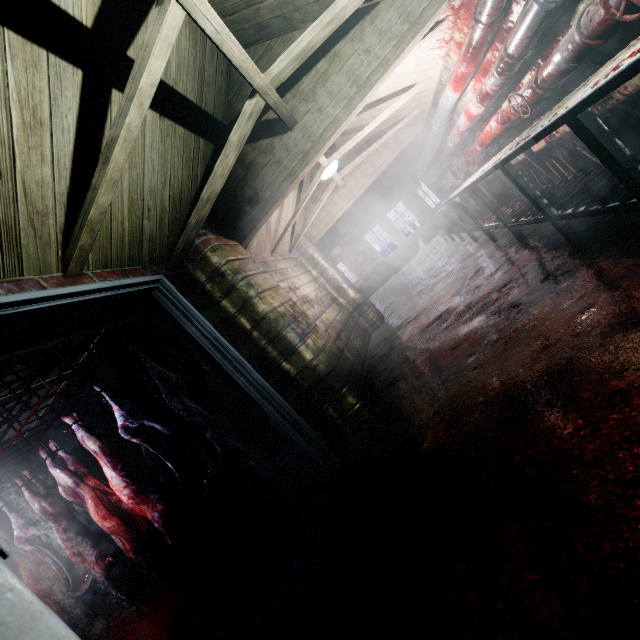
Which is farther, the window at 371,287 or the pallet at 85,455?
the window at 371,287

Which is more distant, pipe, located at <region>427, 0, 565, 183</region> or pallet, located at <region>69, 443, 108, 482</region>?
pallet, located at <region>69, 443, 108, 482</region>

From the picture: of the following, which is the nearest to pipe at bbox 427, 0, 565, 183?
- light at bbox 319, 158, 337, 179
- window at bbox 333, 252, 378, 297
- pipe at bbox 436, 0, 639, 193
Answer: pipe at bbox 436, 0, 639, 193

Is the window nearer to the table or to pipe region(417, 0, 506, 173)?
the table

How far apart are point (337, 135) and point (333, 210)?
3.18m

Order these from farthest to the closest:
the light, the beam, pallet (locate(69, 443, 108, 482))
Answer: pallet (locate(69, 443, 108, 482)), the light, the beam

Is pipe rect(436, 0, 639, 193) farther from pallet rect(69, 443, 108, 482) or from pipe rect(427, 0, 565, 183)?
pallet rect(69, 443, 108, 482)

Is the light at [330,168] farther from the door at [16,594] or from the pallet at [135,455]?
the pallet at [135,455]
